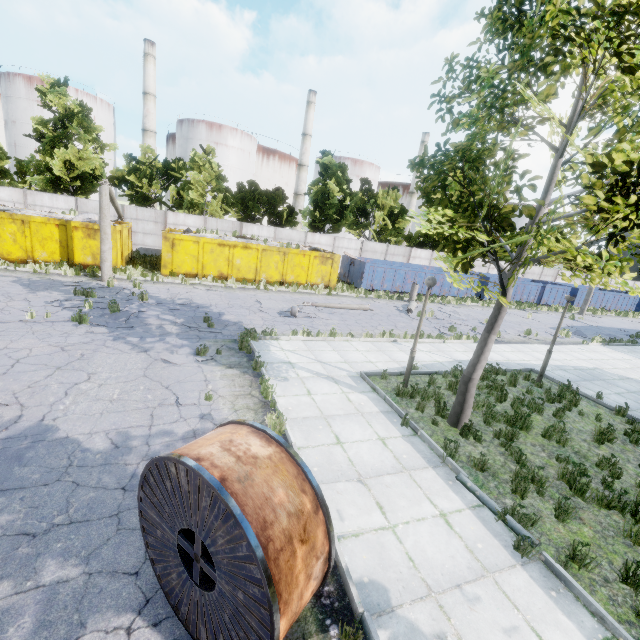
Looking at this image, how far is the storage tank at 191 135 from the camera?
49.5 meters

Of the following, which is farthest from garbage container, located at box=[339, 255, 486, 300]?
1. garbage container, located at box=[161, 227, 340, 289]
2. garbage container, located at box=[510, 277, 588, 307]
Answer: garbage container, located at box=[161, 227, 340, 289]

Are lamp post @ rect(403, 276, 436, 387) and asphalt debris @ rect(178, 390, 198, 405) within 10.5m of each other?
yes

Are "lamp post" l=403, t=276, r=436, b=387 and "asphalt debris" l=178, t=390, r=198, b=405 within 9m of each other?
yes

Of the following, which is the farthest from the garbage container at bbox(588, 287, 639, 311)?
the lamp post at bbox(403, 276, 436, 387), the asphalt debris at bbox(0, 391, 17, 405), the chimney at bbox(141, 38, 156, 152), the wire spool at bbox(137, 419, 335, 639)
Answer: the chimney at bbox(141, 38, 156, 152)

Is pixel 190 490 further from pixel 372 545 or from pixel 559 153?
pixel 559 153

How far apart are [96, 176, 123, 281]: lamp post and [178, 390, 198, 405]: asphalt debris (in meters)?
12.01

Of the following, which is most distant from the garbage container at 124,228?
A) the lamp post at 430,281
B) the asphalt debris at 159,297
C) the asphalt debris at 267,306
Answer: the lamp post at 430,281
